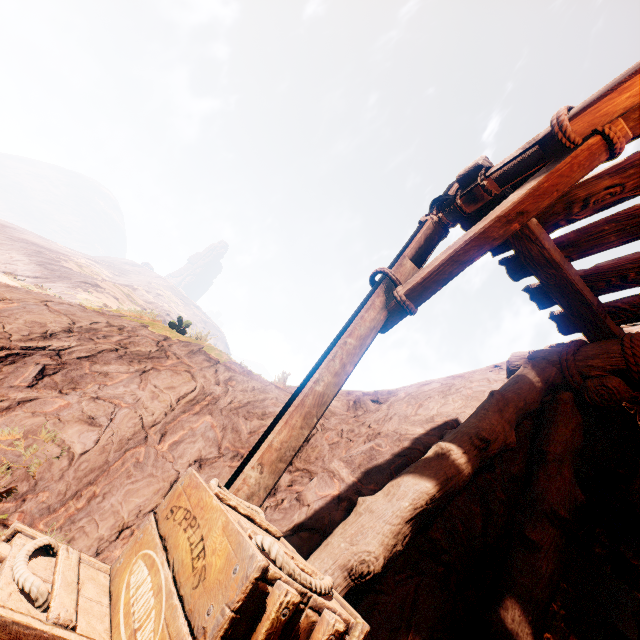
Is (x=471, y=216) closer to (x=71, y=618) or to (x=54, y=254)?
(x=71, y=618)

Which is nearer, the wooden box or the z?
the wooden box

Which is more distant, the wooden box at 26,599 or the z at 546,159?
the z at 546,159
